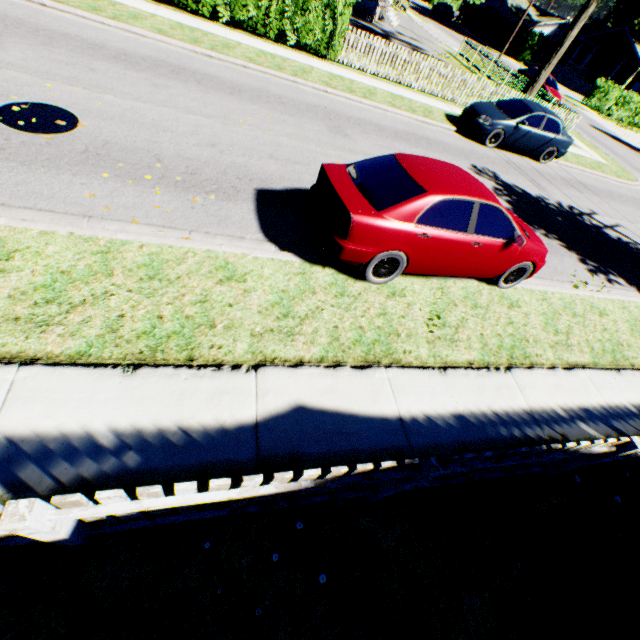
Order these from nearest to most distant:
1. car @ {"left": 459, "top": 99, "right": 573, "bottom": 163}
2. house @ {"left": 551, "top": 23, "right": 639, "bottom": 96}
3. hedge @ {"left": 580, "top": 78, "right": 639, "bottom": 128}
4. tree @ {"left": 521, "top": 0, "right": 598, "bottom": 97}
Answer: car @ {"left": 459, "top": 99, "right": 573, "bottom": 163} < tree @ {"left": 521, "top": 0, "right": 598, "bottom": 97} < hedge @ {"left": 580, "top": 78, "right": 639, "bottom": 128} < house @ {"left": 551, "top": 23, "right": 639, "bottom": 96}

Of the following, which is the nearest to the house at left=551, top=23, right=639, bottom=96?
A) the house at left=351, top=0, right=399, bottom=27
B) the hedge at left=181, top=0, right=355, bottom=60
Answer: the house at left=351, top=0, right=399, bottom=27

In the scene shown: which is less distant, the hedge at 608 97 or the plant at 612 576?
the plant at 612 576

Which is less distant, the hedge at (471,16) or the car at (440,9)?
the hedge at (471,16)

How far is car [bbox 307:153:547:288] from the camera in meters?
4.6

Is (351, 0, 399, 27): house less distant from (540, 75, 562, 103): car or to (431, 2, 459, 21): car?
(540, 75, 562, 103): car

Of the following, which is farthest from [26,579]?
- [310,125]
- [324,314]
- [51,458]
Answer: [310,125]

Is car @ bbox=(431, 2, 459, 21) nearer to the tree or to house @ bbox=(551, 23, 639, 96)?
house @ bbox=(551, 23, 639, 96)
